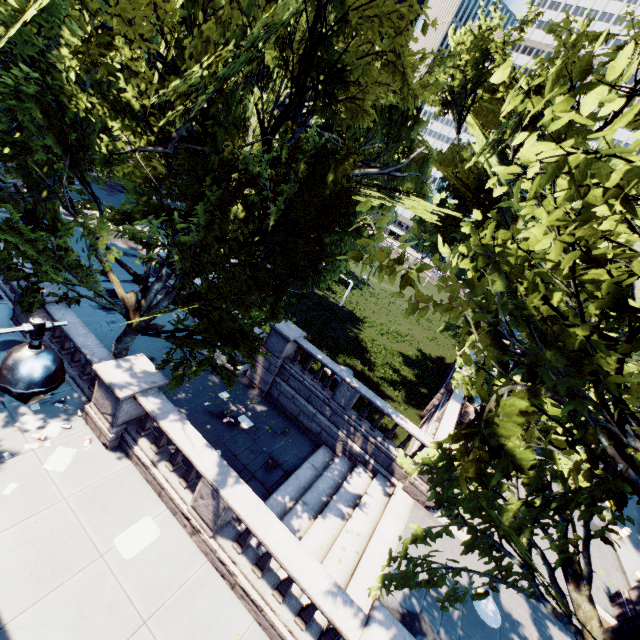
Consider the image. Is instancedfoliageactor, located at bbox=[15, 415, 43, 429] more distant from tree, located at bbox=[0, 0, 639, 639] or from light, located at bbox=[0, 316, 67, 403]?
light, located at bbox=[0, 316, 67, 403]

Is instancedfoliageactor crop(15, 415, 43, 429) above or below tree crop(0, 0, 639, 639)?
below

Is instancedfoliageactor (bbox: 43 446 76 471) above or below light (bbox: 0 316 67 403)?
below

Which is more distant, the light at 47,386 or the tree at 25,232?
the tree at 25,232

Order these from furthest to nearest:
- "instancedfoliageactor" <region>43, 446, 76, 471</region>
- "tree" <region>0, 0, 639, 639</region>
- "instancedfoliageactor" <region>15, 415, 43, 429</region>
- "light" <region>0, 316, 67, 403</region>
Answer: "instancedfoliageactor" <region>15, 415, 43, 429</region> < "instancedfoliageactor" <region>43, 446, 76, 471</region> < "tree" <region>0, 0, 639, 639</region> < "light" <region>0, 316, 67, 403</region>

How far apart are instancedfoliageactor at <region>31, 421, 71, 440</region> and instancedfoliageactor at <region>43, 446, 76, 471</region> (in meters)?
0.35

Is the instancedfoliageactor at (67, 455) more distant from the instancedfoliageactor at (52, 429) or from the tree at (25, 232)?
the tree at (25, 232)

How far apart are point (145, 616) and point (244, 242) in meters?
9.7
